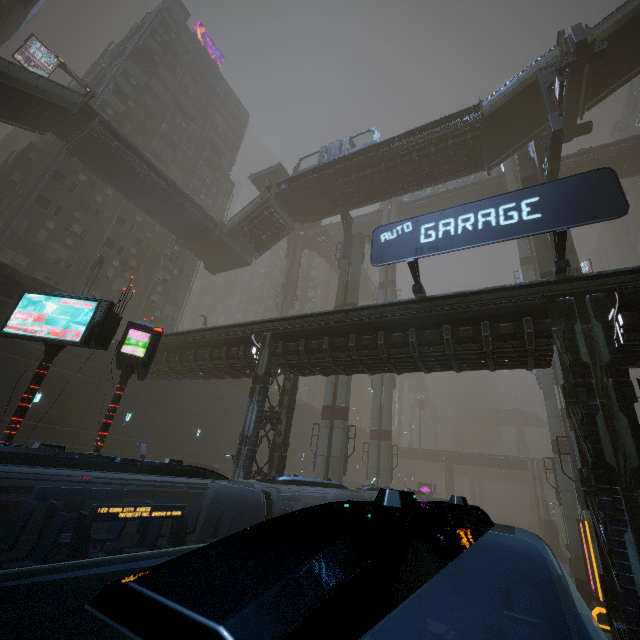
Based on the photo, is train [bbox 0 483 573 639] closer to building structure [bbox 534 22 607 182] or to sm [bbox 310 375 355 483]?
sm [bbox 310 375 355 483]

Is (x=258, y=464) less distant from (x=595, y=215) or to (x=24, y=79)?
(x=595, y=215)

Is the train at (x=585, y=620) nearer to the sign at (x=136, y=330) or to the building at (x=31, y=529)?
the building at (x=31, y=529)

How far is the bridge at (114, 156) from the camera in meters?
25.3 m

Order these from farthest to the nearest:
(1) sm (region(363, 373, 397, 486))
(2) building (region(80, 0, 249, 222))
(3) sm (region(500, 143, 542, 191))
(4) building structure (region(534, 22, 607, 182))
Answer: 1. (2) building (region(80, 0, 249, 222))
2. (1) sm (region(363, 373, 397, 486))
3. (3) sm (region(500, 143, 542, 191))
4. (4) building structure (region(534, 22, 607, 182))

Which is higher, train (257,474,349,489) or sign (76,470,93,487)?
train (257,474,349,489)

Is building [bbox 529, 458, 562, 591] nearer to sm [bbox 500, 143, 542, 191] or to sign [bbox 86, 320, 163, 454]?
sm [bbox 500, 143, 542, 191]

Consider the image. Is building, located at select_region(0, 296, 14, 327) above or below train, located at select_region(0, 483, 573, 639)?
above
